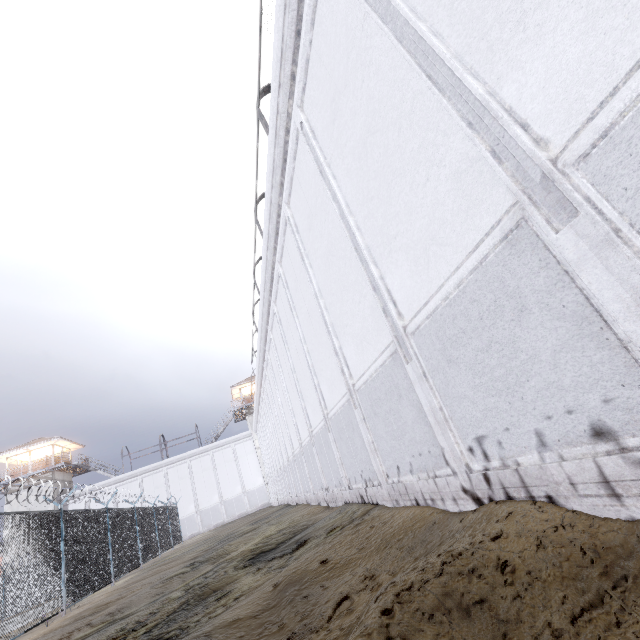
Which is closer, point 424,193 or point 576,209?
point 576,209

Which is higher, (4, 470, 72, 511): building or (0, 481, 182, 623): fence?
(4, 470, 72, 511): building

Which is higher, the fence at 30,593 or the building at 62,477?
the building at 62,477

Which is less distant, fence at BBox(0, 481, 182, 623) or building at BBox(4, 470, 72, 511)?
fence at BBox(0, 481, 182, 623)

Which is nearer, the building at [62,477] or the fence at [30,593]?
the fence at [30,593]
